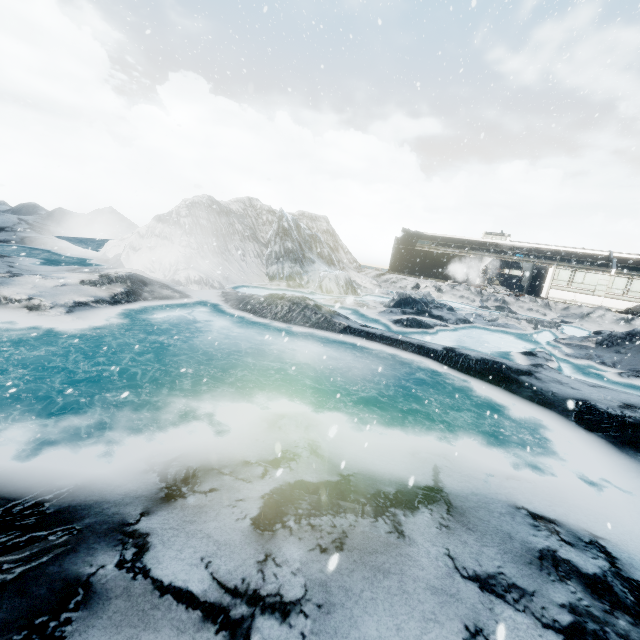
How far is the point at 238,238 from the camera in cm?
2303
